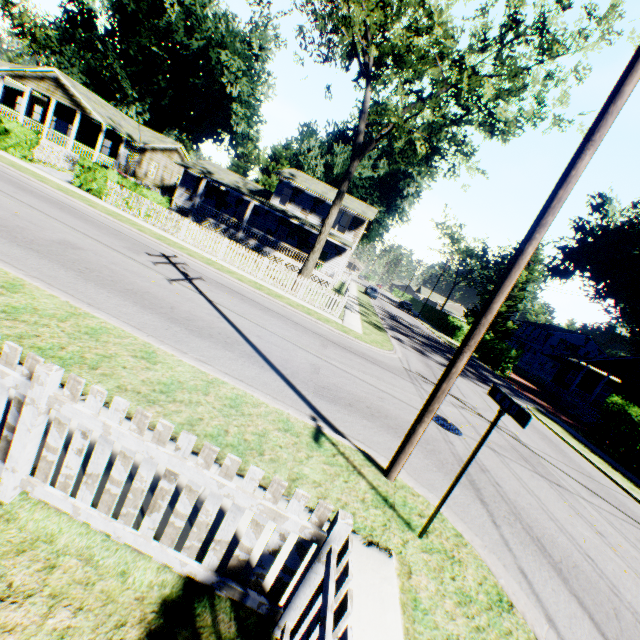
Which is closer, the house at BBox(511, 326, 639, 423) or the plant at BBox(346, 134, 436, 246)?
the house at BBox(511, 326, 639, 423)

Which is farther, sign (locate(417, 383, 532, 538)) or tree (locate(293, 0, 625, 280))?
tree (locate(293, 0, 625, 280))

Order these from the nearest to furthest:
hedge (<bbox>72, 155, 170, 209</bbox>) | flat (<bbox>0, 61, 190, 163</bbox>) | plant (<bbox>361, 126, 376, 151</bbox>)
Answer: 1. hedge (<bbox>72, 155, 170, 209</bbox>)
2. flat (<bbox>0, 61, 190, 163</bbox>)
3. plant (<bbox>361, 126, 376, 151</bbox>)

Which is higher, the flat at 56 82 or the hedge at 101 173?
the flat at 56 82

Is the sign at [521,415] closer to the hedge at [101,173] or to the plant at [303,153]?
the hedge at [101,173]

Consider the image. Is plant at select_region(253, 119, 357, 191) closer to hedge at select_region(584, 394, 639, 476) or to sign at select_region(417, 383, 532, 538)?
hedge at select_region(584, 394, 639, 476)

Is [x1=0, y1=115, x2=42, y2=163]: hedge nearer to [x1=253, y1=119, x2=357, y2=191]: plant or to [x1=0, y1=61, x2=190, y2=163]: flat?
[x1=0, y1=61, x2=190, y2=163]: flat

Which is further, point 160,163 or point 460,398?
point 160,163
